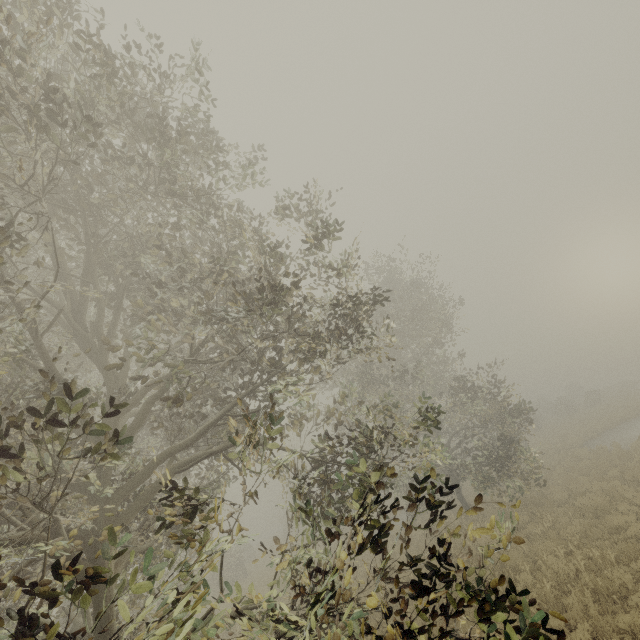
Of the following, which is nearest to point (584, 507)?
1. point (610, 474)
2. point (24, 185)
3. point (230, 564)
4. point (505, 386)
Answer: point (610, 474)
